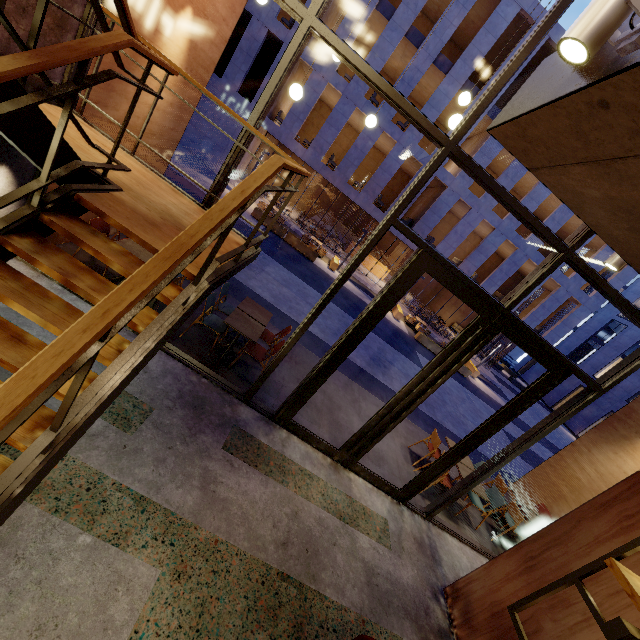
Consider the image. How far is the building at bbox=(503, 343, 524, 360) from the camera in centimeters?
5116cm

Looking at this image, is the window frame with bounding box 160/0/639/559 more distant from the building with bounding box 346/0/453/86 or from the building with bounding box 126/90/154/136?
the building with bounding box 346/0/453/86

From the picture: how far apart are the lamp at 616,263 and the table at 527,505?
6.20m

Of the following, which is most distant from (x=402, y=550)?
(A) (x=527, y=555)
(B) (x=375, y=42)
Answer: (B) (x=375, y=42)

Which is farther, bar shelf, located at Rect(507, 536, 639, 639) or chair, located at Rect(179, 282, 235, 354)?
chair, located at Rect(179, 282, 235, 354)

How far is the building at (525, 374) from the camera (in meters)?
36.25

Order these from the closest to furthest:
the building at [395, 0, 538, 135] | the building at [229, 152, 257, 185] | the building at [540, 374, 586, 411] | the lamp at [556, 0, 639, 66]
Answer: the lamp at [556, 0, 639, 66] → the building at [395, 0, 538, 135] → the building at [229, 152, 257, 185] → the building at [540, 374, 586, 411]

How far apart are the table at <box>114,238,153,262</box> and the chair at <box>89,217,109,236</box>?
0.2 meters
